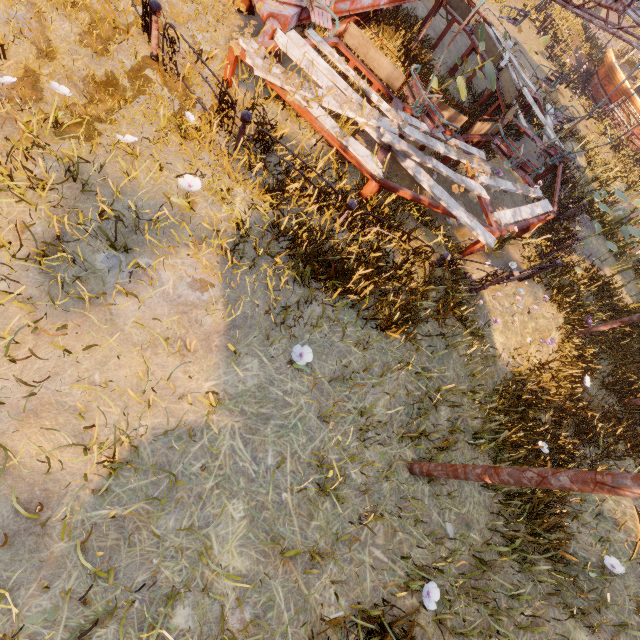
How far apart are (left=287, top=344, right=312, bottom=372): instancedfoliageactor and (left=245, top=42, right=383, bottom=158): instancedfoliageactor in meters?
4.5

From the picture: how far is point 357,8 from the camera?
6.84m

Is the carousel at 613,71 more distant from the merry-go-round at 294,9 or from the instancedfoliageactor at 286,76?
the instancedfoliageactor at 286,76

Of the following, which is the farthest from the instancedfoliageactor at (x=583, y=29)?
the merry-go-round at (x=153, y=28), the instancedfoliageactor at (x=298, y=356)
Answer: the instancedfoliageactor at (x=298, y=356)

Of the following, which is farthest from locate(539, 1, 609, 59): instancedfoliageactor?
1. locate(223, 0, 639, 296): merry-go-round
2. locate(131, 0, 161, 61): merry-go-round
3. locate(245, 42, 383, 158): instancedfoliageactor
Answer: locate(131, 0, 161, 61): merry-go-round

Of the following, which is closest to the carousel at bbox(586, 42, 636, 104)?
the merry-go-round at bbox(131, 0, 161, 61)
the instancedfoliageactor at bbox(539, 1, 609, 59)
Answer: the instancedfoliageactor at bbox(539, 1, 609, 59)

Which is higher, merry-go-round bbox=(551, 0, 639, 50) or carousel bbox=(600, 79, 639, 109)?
merry-go-round bbox=(551, 0, 639, 50)

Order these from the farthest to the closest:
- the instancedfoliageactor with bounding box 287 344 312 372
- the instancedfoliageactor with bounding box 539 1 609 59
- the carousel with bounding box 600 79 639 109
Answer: the instancedfoliageactor with bounding box 539 1 609 59, the carousel with bounding box 600 79 639 109, the instancedfoliageactor with bounding box 287 344 312 372
